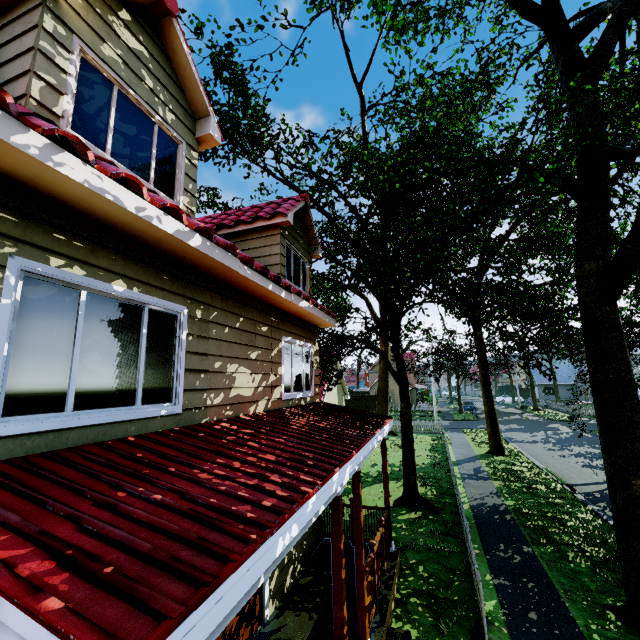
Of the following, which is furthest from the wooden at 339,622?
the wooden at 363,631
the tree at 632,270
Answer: the tree at 632,270

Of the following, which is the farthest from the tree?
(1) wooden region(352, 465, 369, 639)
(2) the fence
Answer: (1) wooden region(352, 465, 369, 639)

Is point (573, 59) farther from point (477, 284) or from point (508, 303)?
point (508, 303)

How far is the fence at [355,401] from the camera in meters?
49.2

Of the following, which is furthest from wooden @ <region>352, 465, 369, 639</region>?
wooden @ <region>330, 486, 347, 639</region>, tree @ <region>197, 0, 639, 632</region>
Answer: tree @ <region>197, 0, 639, 632</region>

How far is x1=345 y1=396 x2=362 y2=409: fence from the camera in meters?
49.2 m

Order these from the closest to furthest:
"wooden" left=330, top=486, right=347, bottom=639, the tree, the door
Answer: "wooden" left=330, top=486, right=347, bottom=639, the door, the tree

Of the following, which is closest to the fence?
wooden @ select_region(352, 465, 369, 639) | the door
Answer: wooden @ select_region(352, 465, 369, 639)
